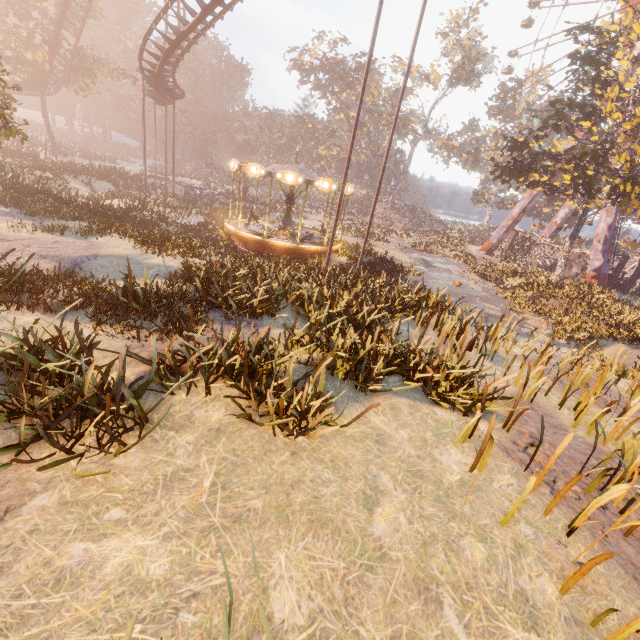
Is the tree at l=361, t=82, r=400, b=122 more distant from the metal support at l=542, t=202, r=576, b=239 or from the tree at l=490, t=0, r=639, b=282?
the tree at l=490, t=0, r=639, b=282

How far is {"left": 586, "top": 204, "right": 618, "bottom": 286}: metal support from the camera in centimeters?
3120cm

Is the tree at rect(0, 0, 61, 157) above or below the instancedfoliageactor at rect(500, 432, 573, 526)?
above

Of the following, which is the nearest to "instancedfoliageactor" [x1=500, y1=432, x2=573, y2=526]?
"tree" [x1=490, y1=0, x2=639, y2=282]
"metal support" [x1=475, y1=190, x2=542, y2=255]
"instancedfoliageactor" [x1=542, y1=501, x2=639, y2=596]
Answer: "tree" [x1=490, y1=0, x2=639, y2=282]

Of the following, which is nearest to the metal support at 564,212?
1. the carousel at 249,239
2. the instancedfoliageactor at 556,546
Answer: the carousel at 249,239

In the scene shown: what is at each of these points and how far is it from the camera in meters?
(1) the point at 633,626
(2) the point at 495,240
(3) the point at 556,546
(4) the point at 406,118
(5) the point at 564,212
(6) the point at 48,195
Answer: (1) instancedfoliageactor, 3.4 m
(2) metal support, 43.2 m
(3) instancedfoliageactor, 4.3 m
(4) tree, 56.6 m
(5) metal support, 42.4 m
(6) instancedfoliageactor, 18.0 m

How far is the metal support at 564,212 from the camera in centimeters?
4208cm

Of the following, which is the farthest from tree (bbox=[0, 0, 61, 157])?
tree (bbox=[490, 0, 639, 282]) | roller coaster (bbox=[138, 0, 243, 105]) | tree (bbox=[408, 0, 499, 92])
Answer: tree (bbox=[490, 0, 639, 282])
